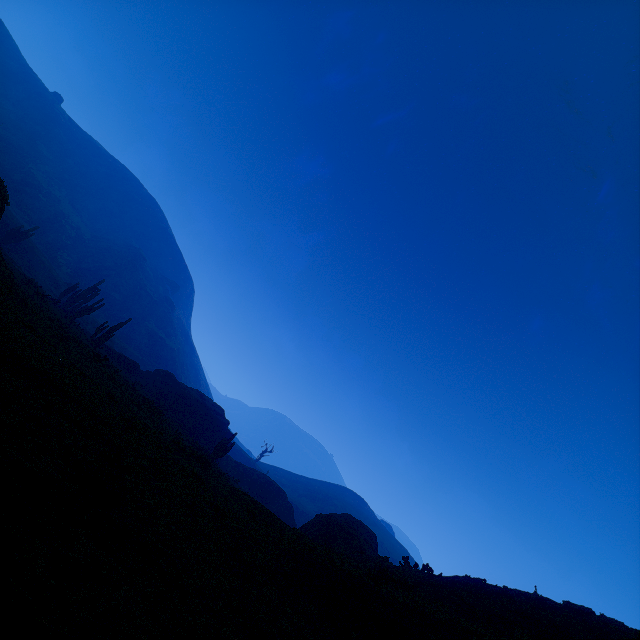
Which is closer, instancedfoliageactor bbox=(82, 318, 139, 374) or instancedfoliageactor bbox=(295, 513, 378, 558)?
instancedfoliageactor bbox=(295, 513, 378, 558)

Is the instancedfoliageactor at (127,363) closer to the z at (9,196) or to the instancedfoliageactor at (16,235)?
the instancedfoliageactor at (16,235)

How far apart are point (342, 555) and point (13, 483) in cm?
1031

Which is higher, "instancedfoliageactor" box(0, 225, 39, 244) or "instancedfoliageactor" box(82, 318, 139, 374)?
"instancedfoliageactor" box(0, 225, 39, 244)

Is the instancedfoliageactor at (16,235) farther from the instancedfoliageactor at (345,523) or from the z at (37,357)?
the instancedfoliageactor at (345,523)

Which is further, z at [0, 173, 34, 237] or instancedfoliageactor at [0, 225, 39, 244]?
instancedfoliageactor at [0, 225, 39, 244]

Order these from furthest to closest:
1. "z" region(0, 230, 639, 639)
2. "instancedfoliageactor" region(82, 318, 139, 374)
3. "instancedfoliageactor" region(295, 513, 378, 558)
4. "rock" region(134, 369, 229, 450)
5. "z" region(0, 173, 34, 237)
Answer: "rock" region(134, 369, 229, 450) < "instancedfoliageactor" region(82, 318, 139, 374) < "instancedfoliageactor" region(295, 513, 378, 558) < "z" region(0, 173, 34, 237) < "z" region(0, 230, 639, 639)

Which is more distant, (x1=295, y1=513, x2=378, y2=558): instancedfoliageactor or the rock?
the rock
